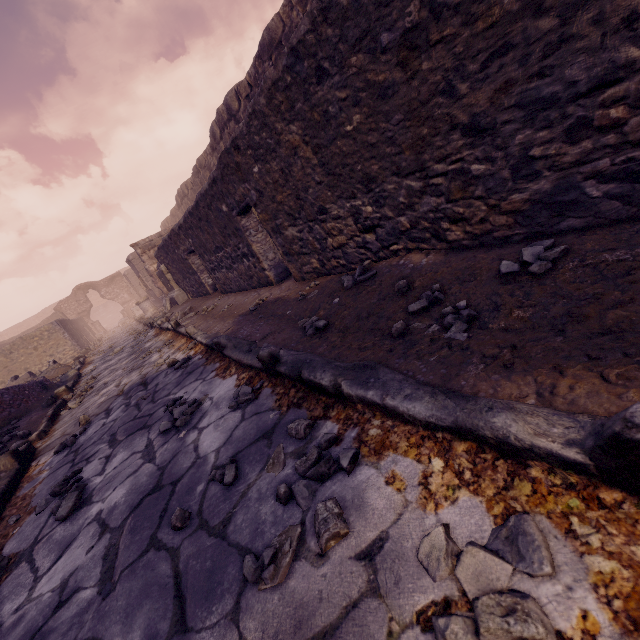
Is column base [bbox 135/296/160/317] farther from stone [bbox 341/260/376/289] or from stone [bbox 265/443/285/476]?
stone [bbox 265/443/285/476]

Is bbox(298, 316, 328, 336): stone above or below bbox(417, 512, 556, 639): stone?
above

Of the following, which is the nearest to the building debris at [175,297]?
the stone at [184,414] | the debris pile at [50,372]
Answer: the debris pile at [50,372]

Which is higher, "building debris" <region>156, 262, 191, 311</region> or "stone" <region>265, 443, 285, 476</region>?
"building debris" <region>156, 262, 191, 311</region>

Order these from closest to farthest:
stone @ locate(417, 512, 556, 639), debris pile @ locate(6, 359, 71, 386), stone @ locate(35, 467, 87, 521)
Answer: stone @ locate(417, 512, 556, 639)
stone @ locate(35, 467, 87, 521)
debris pile @ locate(6, 359, 71, 386)

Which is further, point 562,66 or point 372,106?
point 372,106

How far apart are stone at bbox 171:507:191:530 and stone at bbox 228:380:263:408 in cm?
58

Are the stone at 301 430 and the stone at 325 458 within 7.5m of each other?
yes
